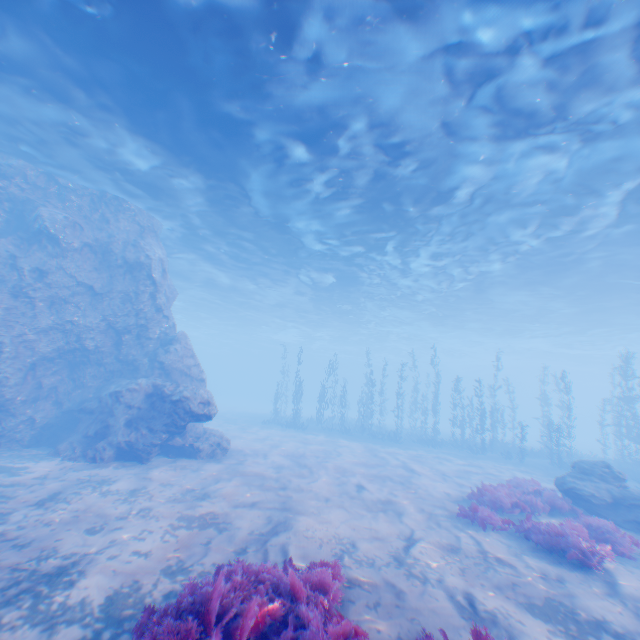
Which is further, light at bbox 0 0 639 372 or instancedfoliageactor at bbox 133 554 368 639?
light at bbox 0 0 639 372

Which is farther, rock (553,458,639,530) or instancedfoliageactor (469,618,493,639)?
rock (553,458,639,530)

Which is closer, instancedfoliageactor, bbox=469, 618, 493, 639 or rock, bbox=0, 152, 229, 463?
instancedfoliageactor, bbox=469, 618, 493, 639

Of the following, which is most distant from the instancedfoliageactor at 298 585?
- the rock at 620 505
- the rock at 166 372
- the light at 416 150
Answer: the light at 416 150

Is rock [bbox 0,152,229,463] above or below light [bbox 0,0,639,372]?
below

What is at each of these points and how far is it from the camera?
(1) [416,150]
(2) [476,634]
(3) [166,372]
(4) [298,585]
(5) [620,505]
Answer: (1) light, 12.3m
(2) instancedfoliageactor, 4.0m
(3) rock, 16.8m
(4) instancedfoliageactor, 4.7m
(5) rock, 11.1m

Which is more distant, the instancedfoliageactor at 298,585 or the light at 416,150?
the light at 416,150

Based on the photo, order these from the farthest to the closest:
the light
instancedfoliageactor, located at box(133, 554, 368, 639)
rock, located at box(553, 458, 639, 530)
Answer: rock, located at box(553, 458, 639, 530) < the light < instancedfoliageactor, located at box(133, 554, 368, 639)
